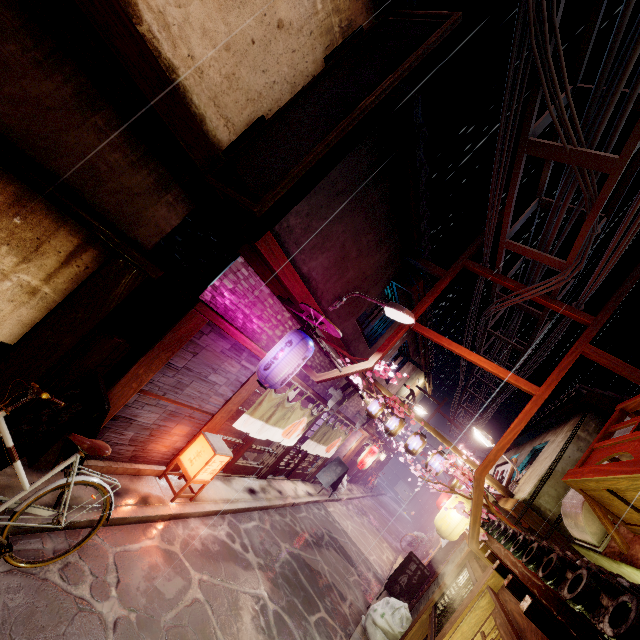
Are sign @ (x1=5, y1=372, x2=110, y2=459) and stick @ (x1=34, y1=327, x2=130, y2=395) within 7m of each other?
yes

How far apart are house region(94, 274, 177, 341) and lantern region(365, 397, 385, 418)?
13.55m

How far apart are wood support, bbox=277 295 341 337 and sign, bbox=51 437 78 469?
5.5m

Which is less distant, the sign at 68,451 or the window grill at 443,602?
the sign at 68,451

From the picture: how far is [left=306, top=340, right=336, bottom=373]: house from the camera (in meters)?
14.68

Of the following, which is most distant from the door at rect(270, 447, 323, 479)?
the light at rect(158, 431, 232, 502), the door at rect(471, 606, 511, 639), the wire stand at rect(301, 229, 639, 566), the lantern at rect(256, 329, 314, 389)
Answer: the door at rect(471, 606, 511, 639)

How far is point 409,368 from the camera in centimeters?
2684cm

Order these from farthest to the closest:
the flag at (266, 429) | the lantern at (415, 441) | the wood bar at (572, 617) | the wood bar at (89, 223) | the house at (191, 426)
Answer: the lantern at (415, 441)
the flag at (266, 429)
the house at (191, 426)
the wood bar at (89, 223)
the wood bar at (572, 617)
